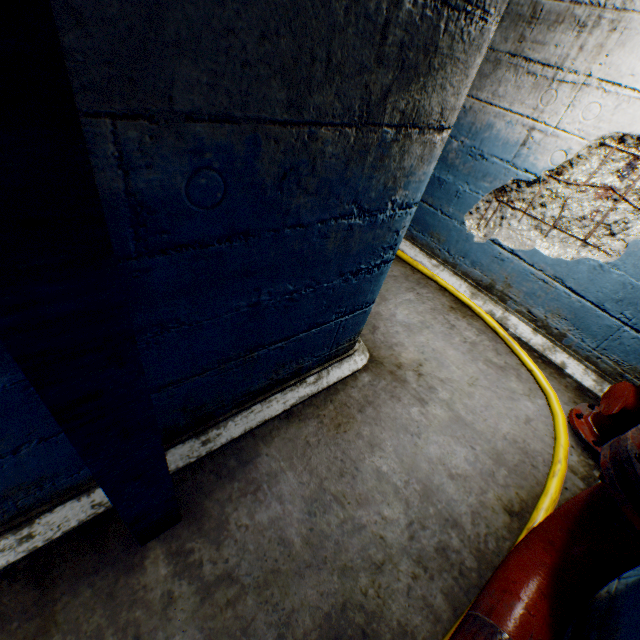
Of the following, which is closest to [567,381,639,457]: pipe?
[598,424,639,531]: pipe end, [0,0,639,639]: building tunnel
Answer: [0,0,639,639]: building tunnel

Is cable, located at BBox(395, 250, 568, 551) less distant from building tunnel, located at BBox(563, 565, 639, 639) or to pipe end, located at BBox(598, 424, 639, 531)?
building tunnel, located at BBox(563, 565, 639, 639)

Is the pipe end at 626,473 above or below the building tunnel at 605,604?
above

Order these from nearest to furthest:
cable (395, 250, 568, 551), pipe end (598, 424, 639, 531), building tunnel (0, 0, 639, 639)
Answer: building tunnel (0, 0, 639, 639), pipe end (598, 424, 639, 531), cable (395, 250, 568, 551)

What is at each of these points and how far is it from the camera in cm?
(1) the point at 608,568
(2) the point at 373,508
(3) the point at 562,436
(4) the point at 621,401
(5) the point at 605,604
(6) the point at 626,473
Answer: (1) pipe, 127
(2) building tunnel, 173
(3) cable, 229
(4) pipe, 213
(5) building tunnel, 140
(6) pipe end, 113

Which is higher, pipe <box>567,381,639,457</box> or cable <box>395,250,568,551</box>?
pipe <box>567,381,639,457</box>

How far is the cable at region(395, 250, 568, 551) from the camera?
1.9 meters

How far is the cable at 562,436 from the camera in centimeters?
188cm
